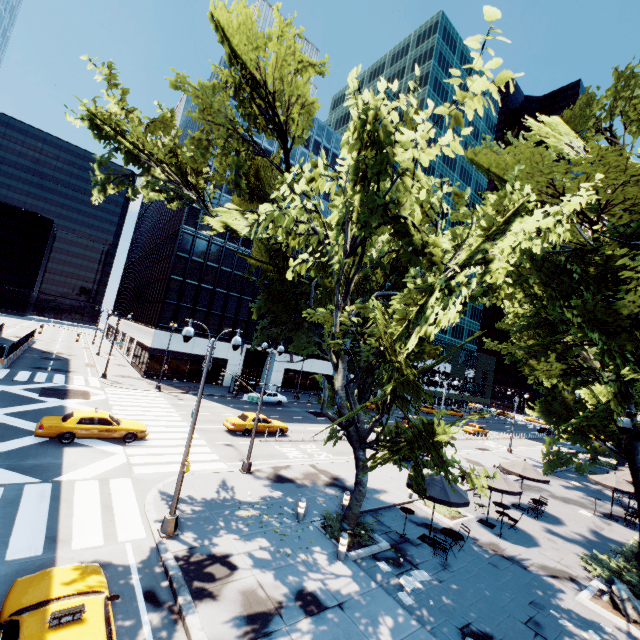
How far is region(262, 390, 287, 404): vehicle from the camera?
38.72m

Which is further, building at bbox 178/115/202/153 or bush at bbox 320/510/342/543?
building at bbox 178/115/202/153

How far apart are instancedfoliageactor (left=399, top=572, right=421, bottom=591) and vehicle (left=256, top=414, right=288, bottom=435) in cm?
1545

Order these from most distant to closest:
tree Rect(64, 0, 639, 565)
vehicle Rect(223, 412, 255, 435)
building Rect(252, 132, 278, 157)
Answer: building Rect(252, 132, 278, 157) → vehicle Rect(223, 412, 255, 435) → tree Rect(64, 0, 639, 565)

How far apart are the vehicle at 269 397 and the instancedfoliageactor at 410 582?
27.97m

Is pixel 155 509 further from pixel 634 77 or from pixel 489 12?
pixel 634 77

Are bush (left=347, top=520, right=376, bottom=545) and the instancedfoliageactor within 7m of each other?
yes

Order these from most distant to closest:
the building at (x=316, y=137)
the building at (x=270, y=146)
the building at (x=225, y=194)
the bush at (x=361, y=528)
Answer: the building at (x=316, y=137), the building at (x=270, y=146), the building at (x=225, y=194), the bush at (x=361, y=528)
